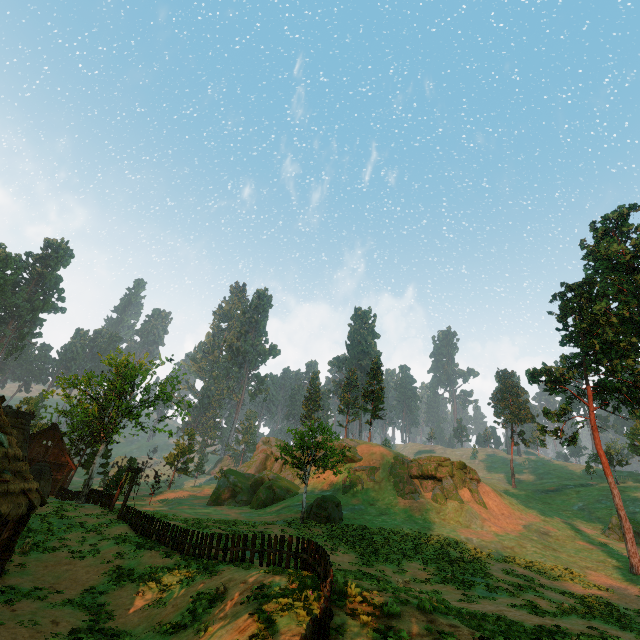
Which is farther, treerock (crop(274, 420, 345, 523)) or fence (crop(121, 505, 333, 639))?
treerock (crop(274, 420, 345, 523))

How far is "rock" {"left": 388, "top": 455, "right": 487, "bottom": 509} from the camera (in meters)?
41.35

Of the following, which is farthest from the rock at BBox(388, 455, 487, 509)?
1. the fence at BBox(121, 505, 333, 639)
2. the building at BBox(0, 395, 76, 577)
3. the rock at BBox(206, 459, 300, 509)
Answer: the building at BBox(0, 395, 76, 577)

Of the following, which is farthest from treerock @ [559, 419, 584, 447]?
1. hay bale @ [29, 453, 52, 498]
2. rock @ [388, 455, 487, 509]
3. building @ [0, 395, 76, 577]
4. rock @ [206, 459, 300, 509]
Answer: rock @ [388, 455, 487, 509]

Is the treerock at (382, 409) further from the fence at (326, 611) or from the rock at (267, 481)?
the fence at (326, 611)

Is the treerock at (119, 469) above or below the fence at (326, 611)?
above

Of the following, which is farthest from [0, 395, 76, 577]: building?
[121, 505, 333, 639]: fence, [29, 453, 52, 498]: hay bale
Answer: [29, 453, 52, 498]: hay bale

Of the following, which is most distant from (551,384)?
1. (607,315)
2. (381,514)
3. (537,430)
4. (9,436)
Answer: (9,436)
